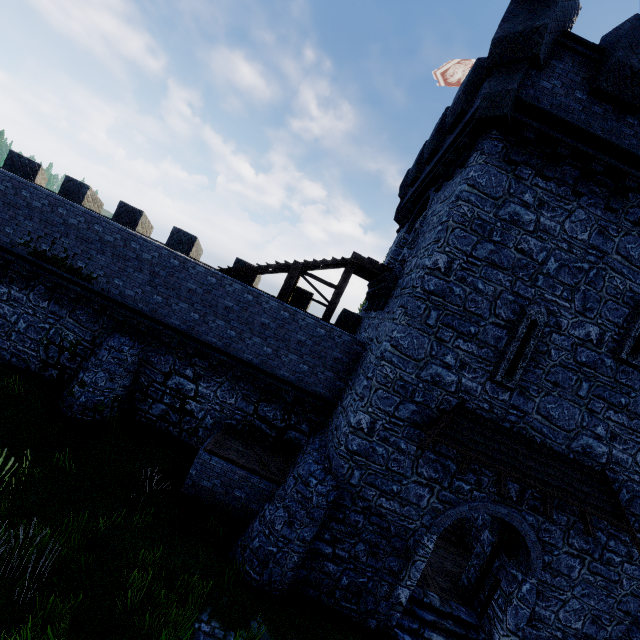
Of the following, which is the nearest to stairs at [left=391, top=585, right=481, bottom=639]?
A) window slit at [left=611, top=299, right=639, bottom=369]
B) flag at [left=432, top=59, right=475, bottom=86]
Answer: window slit at [left=611, top=299, right=639, bottom=369]

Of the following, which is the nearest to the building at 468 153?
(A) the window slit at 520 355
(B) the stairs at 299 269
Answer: (A) the window slit at 520 355

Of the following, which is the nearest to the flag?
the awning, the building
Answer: the building

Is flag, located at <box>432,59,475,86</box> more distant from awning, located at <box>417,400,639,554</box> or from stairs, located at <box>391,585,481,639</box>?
stairs, located at <box>391,585,481,639</box>

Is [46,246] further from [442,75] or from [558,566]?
[558,566]

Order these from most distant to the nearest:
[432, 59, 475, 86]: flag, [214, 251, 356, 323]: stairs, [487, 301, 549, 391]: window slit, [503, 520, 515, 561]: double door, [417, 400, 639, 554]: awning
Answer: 1. [432, 59, 475, 86]: flag
2. [214, 251, 356, 323]: stairs
3. [503, 520, 515, 561]: double door
4. [487, 301, 549, 391]: window slit
5. [417, 400, 639, 554]: awning

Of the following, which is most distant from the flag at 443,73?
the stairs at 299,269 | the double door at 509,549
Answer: the double door at 509,549

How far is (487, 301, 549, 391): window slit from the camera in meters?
8.8
